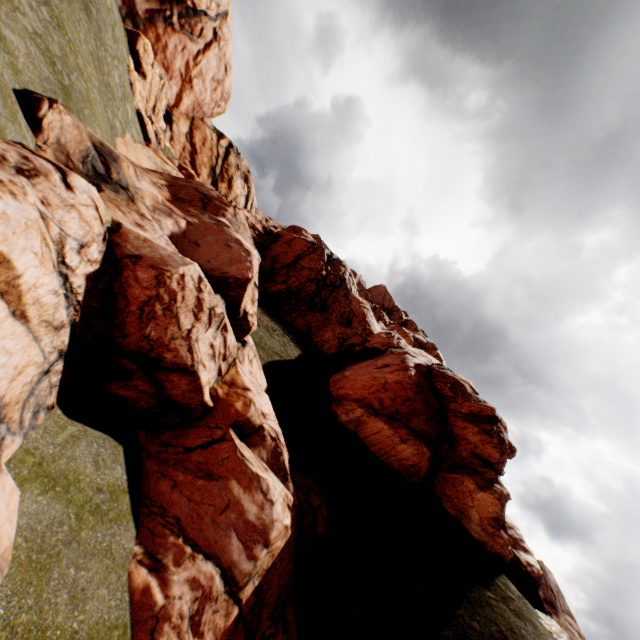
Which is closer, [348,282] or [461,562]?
[461,562]
